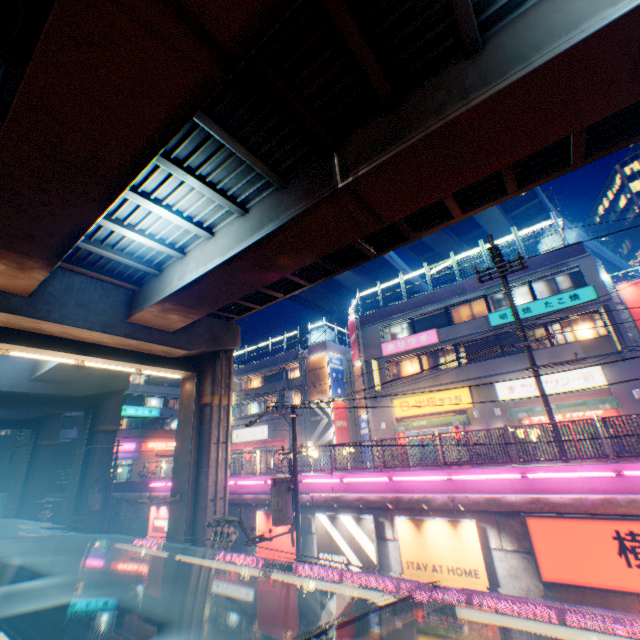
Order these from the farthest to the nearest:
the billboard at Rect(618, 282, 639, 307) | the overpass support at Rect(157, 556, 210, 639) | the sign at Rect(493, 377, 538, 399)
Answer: the sign at Rect(493, 377, 538, 399) → the billboard at Rect(618, 282, 639, 307) → the overpass support at Rect(157, 556, 210, 639)

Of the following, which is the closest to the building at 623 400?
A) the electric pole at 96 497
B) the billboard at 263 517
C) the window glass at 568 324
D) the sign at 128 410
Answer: the window glass at 568 324

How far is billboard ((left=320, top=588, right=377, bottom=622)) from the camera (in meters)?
11.16

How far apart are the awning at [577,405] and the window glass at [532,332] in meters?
3.2 m

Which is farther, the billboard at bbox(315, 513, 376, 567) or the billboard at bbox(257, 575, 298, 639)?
the billboard at bbox(257, 575, 298, 639)

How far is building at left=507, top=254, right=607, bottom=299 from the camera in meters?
18.8

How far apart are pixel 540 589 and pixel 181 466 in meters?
15.0

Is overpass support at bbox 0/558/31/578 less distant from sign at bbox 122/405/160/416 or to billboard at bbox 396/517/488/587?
sign at bbox 122/405/160/416
